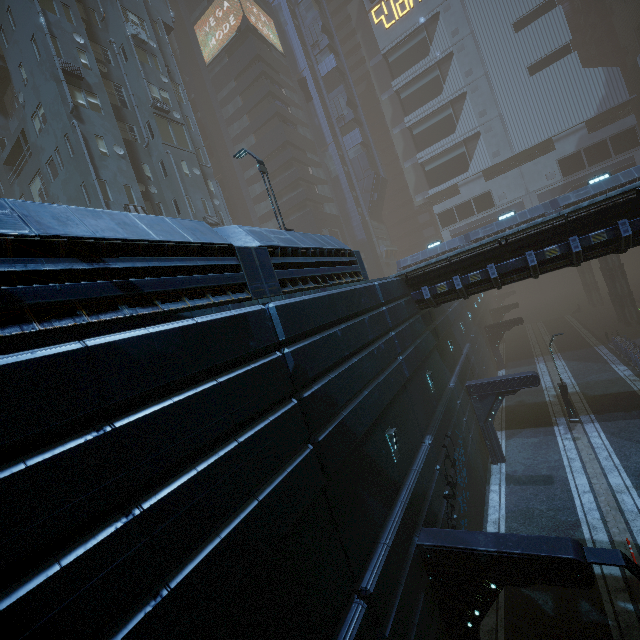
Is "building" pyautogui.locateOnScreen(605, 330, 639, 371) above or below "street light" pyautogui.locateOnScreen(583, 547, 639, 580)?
below

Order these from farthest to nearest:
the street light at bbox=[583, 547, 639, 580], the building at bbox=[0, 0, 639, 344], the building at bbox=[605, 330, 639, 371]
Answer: the building at bbox=[605, 330, 639, 371], the street light at bbox=[583, 547, 639, 580], the building at bbox=[0, 0, 639, 344]

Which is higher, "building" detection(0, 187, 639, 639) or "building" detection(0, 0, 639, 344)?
"building" detection(0, 0, 639, 344)

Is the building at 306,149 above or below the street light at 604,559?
above

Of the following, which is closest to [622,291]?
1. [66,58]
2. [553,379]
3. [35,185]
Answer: [553,379]

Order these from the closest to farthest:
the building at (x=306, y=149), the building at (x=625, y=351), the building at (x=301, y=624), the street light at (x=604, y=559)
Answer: the building at (x=301, y=624), the building at (x=306, y=149), the street light at (x=604, y=559), the building at (x=625, y=351)

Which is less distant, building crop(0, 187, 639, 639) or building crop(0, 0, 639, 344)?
building crop(0, 187, 639, 639)
